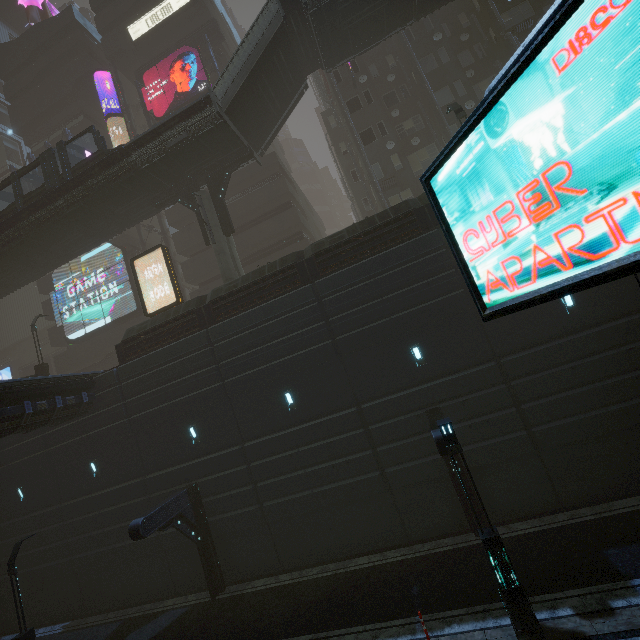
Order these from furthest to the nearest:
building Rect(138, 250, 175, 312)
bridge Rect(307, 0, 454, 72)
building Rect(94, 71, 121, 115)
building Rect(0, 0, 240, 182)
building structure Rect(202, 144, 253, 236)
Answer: building Rect(94, 71, 121, 115)
building Rect(0, 0, 240, 182)
building Rect(138, 250, 175, 312)
building structure Rect(202, 144, 253, 236)
bridge Rect(307, 0, 454, 72)

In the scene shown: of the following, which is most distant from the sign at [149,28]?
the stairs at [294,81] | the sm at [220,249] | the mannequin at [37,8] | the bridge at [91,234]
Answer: the sm at [220,249]

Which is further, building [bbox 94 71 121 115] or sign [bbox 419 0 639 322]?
building [bbox 94 71 121 115]

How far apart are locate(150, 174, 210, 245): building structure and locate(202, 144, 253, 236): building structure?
0.7m

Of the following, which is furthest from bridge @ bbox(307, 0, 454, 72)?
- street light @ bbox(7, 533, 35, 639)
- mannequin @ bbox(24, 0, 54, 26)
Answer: mannequin @ bbox(24, 0, 54, 26)

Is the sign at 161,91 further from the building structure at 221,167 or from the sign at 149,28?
the building structure at 221,167

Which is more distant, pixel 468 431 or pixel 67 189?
pixel 67 189

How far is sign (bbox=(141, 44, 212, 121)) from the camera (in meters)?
28.38
